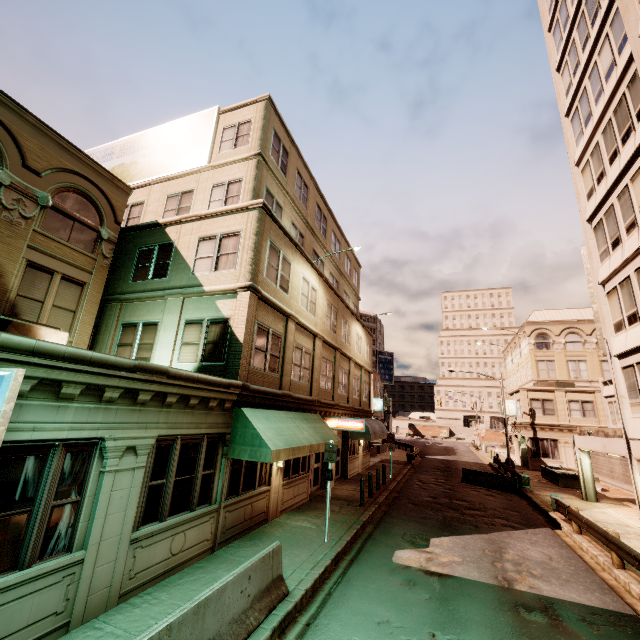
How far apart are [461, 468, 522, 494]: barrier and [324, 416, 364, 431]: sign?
12.00m

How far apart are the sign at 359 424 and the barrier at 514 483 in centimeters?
1200cm

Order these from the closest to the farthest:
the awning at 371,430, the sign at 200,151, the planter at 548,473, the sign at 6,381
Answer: the sign at 6,381, the sign at 200,151, the awning at 371,430, the planter at 548,473

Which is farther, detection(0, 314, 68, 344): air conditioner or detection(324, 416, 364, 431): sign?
detection(324, 416, 364, 431): sign

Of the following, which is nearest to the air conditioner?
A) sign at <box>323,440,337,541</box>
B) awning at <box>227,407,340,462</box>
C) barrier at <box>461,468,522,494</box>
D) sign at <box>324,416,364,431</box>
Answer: awning at <box>227,407,340,462</box>

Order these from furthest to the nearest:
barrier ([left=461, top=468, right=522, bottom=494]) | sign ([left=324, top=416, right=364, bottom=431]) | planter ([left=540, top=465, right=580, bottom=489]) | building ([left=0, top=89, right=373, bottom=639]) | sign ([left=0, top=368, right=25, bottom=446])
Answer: planter ([left=540, top=465, right=580, bottom=489])
barrier ([left=461, top=468, right=522, bottom=494])
sign ([left=324, top=416, right=364, bottom=431])
building ([left=0, top=89, right=373, bottom=639])
sign ([left=0, top=368, right=25, bottom=446])

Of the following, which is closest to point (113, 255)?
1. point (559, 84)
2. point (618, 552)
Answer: point (618, 552)

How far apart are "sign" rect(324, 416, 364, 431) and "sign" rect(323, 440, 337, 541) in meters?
5.9
